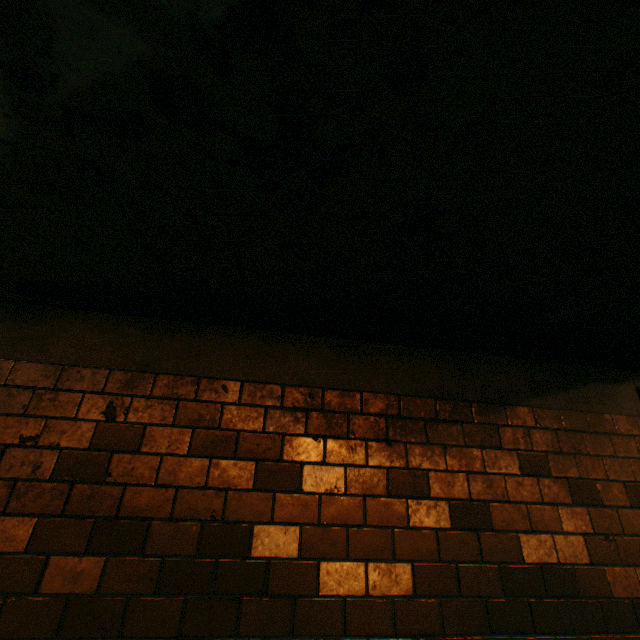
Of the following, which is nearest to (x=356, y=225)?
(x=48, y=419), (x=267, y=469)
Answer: (x=267, y=469)
